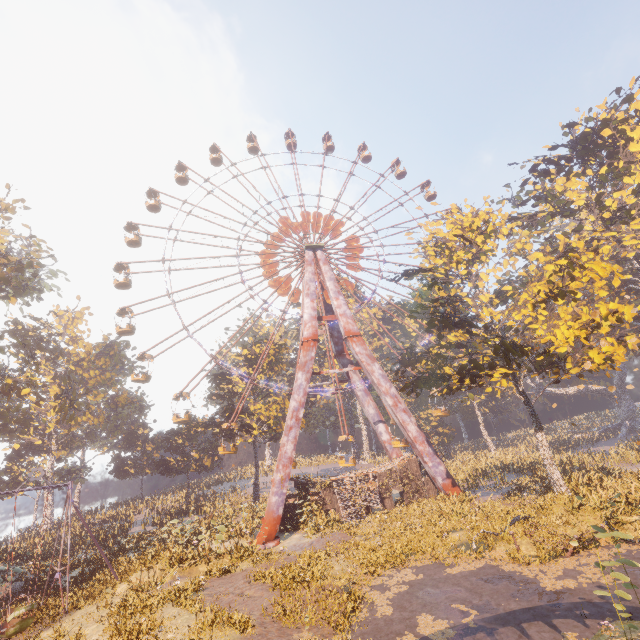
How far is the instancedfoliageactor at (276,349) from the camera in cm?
4173

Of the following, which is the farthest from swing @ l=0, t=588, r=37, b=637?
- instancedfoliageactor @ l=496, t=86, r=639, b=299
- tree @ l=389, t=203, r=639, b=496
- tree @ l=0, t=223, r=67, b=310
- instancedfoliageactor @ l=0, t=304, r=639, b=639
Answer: instancedfoliageactor @ l=496, t=86, r=639, b=299

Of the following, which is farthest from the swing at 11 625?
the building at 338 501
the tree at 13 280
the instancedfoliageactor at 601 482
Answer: the building at 338 501

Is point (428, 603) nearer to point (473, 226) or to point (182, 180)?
point (473, 226)

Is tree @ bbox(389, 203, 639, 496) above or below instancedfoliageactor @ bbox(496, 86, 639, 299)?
below

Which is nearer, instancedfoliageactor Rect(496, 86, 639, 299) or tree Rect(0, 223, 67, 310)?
instancedfoliageactor Rect(496, 86, 639, 299)

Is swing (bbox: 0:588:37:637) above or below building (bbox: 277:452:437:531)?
below

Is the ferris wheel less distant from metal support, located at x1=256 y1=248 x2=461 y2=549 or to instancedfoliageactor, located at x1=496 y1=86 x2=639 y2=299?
metal support, located at x1=256 y1=248 x2=461 y2=549
